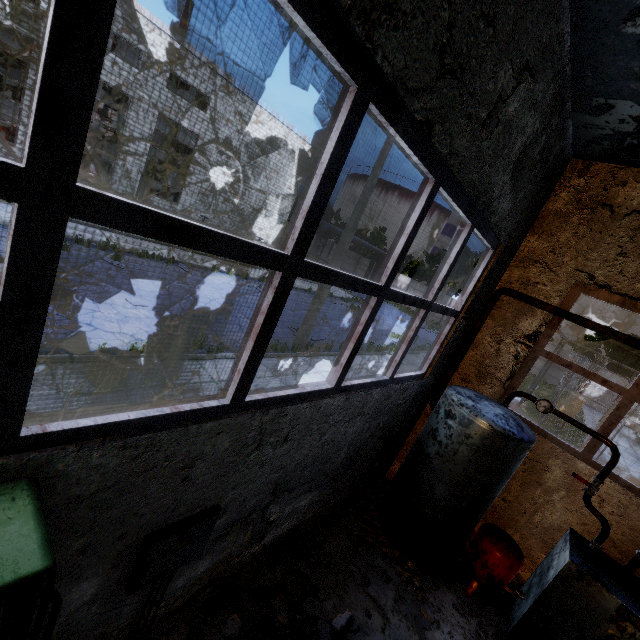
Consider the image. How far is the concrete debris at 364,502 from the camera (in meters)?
4.73

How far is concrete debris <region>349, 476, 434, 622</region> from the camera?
4.7m

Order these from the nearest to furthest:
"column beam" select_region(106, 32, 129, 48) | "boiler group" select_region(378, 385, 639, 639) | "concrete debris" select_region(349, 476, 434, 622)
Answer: "boiler group" select_region(378, 385, 639, 639), "concrete debris" select_region(349, 476, 434, 622), "column beam" select_region(106, 32, 129, 48)

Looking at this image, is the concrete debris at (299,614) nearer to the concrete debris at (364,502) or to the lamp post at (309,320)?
the concrete debris at (364,502)

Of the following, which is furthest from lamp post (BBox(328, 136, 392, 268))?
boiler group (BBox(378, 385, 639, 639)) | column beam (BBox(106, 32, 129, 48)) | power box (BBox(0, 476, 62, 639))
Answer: column beam (BBox(106, 32, 129, 48))

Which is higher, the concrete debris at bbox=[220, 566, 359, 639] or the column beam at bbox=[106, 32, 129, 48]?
the column beam at bbox=[106, 32, 129, 48]

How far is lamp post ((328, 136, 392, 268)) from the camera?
10.3m

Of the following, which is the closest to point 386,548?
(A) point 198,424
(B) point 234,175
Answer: (A) point 198,424
